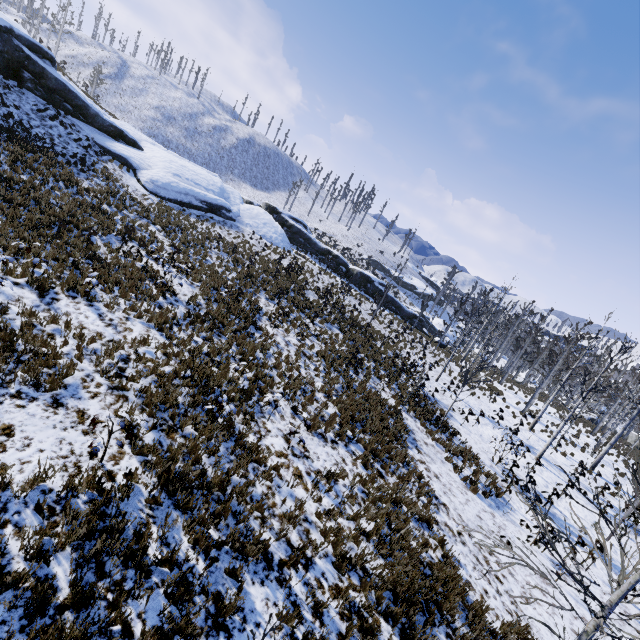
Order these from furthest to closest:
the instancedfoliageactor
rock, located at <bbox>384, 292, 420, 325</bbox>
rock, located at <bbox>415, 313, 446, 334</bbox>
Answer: rock, located at <bbox>415, 313, 446, 334</bbox>, rock, located at <bbox>384, 292, 420, 325</bbox>, the instancedfoliageactor

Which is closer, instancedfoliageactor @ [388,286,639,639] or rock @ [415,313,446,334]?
instancedfoliageactor @ [388,286,639,639]

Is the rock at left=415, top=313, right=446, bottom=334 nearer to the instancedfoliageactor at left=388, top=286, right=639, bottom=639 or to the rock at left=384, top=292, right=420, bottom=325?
the rock at left=384, top=292, right=420, bottom=325

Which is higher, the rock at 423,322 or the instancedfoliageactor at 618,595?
the instancedfoliageactor at 618,595

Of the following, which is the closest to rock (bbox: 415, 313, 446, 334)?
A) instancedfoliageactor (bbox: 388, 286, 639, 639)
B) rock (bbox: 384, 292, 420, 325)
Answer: rock (bbox: 384, 292, 420, 325)

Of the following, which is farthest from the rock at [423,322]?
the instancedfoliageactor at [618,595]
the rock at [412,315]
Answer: the instancedfoliageactor at [618,595]

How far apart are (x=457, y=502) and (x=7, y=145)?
23.7 meters
